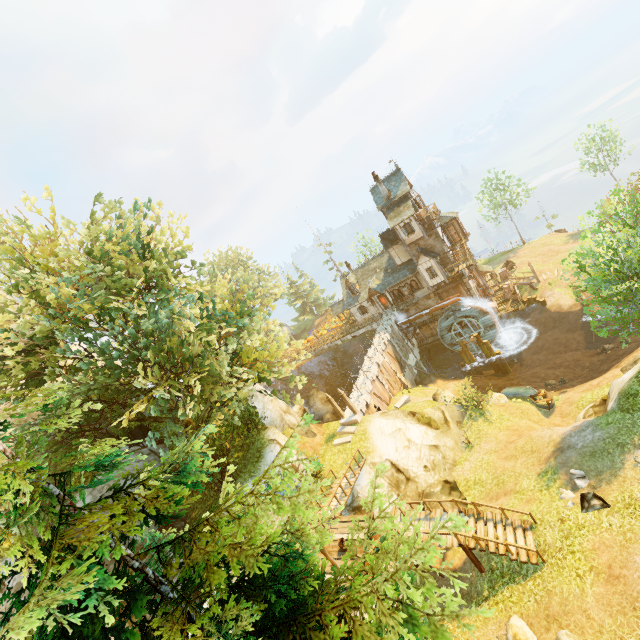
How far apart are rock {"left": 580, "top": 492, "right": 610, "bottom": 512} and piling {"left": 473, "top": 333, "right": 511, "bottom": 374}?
22.1m

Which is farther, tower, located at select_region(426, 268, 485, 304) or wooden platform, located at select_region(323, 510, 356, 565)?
tower, located at select_region(426, 268, 485, 304)

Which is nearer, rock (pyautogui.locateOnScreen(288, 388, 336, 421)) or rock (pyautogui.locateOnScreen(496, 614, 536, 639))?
rock (pyautogui.locateOnScreen(496, 614, 536, 639))

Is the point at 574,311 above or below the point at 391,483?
below

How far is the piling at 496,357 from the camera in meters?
34.8

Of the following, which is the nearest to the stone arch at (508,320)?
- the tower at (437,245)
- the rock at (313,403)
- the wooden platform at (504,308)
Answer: the wooden platform at (504,308)

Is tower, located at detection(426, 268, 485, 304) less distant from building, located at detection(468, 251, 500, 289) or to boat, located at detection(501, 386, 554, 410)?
building, located at detection(468, 251, 500, 289)

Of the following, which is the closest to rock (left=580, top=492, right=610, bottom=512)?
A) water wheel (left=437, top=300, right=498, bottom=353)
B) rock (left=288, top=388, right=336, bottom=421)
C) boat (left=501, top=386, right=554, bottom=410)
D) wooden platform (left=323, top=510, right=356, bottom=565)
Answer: wooden platform (left=323, top=510, right=356, bottom=565)
